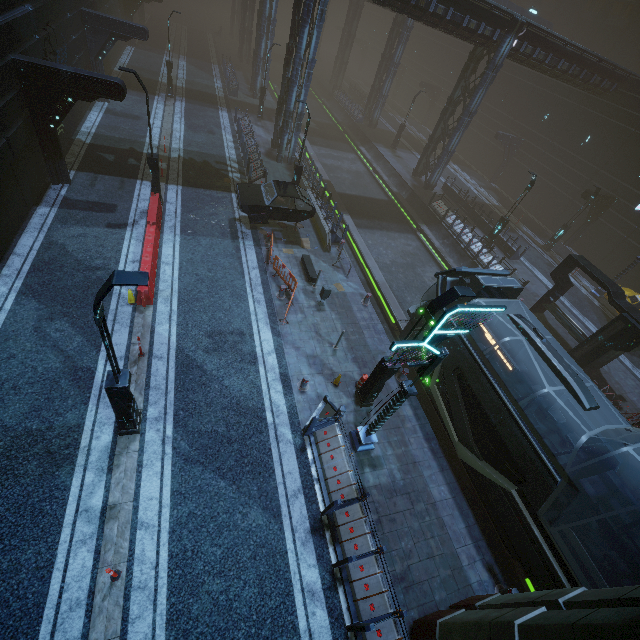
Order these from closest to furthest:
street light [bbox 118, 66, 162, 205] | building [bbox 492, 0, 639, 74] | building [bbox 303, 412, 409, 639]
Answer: building [bbox 303, 412, 409, 639] → street light [bbox 118, 66, 162, 205] → building [bbox 492, 0, 639, 74]

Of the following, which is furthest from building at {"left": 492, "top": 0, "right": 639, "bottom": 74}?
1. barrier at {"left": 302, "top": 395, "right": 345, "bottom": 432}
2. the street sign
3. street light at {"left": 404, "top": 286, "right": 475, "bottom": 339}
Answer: street light at {"left": 404, "top": 286, "right": 475, "bottom": 339}

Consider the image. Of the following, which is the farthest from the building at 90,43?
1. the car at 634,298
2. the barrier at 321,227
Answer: the car at 634,298

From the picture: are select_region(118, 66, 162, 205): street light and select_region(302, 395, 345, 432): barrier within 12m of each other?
no

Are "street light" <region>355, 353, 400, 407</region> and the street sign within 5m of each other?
yes

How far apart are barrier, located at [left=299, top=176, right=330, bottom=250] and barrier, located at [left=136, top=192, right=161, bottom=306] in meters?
8.2

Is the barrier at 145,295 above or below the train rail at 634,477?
above

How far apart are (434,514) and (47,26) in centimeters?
2654cm
